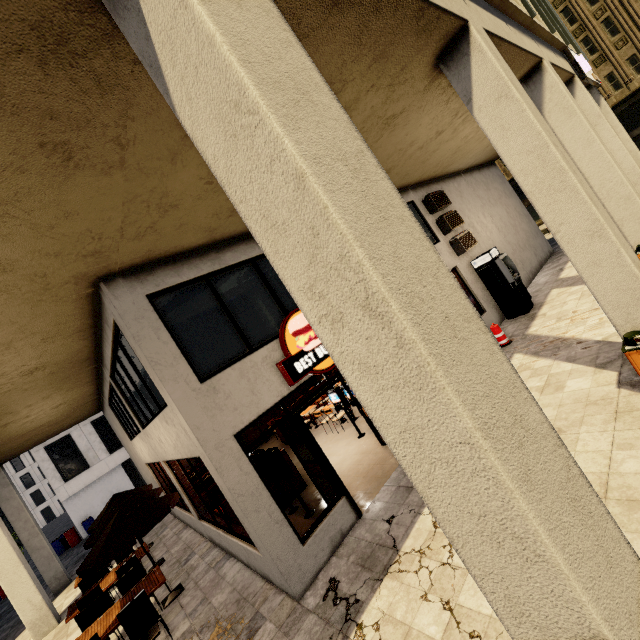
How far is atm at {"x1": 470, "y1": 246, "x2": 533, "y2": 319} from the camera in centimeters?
1096cm

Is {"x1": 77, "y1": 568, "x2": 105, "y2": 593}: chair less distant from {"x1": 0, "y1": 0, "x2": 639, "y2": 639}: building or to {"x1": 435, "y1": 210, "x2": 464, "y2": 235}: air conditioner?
{"x1": 0, "y1": 0, "x2": 639, "y2": 639}: building

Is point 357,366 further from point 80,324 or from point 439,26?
point 80,324

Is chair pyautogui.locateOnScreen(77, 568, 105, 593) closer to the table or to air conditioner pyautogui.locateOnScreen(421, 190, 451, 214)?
the table

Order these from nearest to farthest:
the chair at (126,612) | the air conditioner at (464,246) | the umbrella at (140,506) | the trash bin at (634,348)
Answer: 1. the trash bin at (634,348)
2. the chair at (126,612)
3. the umbrella at (140,506)
4. the air conditioner at (464,246)

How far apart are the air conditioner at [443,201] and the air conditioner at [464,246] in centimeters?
108cm

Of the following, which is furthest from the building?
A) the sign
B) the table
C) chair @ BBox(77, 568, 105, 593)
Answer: chair @ BBox(77, 568, 105, 593)

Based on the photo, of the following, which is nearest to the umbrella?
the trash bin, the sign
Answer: the trash bin
